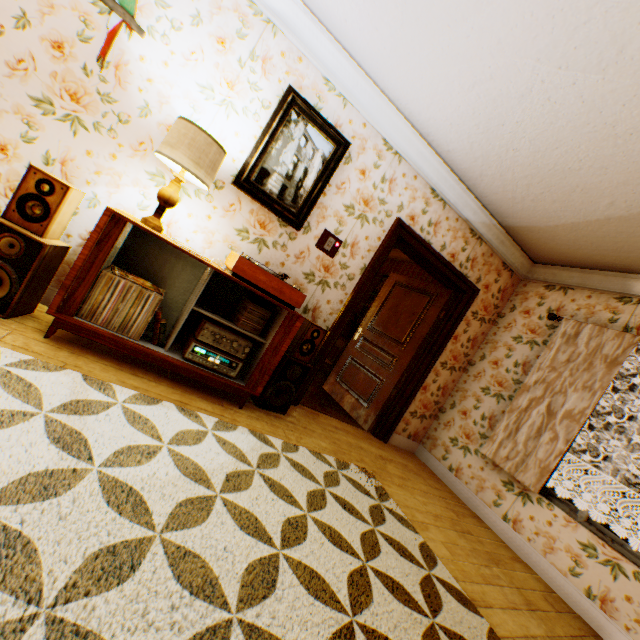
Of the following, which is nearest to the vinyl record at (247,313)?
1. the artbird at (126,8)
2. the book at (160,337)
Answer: the book at (160,337)

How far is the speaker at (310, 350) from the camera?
3.1m

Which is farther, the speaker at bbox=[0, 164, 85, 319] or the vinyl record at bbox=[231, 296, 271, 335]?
the vinyl record at bbox=[231, 296, 271, 335]

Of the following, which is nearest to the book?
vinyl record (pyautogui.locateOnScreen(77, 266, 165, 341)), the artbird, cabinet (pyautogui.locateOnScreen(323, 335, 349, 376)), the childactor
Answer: vinyl record (pyautogui.locateOnScreen(77, 266, 165, 341))

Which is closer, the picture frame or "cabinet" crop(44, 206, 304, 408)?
"cabinet" crop(44, 206, 304, 408)

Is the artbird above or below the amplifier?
above

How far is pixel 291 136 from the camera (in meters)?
2.95

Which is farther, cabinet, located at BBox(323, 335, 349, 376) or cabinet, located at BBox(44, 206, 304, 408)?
cabinet, located at BBox(323, 335, 349, 376)
